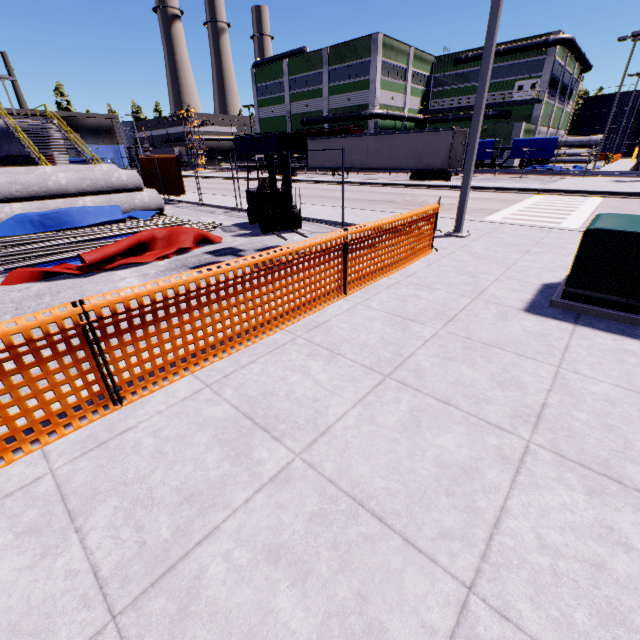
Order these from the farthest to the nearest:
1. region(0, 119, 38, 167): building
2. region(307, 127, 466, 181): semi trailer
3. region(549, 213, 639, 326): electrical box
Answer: region(307, 127, 466, 181): semi trailer, region(0, 119, 38, 167): building, region(549, 213, 639, 326): electrical box

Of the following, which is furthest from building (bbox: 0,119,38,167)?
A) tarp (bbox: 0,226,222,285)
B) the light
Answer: tarp (bbox: 0,226,222,285)

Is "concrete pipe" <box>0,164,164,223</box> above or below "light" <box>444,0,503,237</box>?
below

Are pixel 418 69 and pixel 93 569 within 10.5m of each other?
no

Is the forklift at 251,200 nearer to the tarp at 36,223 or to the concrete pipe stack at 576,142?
the tarp at 36,223

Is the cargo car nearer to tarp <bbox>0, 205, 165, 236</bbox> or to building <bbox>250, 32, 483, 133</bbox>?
building <bbox>250, 32, 483, 133</bbox>

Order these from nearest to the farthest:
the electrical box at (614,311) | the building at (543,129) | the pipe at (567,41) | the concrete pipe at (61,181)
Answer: the electrical box at (614,311) → the concrete pipe at (61,181) → the pipe at (567,41) → the building at (543,129)

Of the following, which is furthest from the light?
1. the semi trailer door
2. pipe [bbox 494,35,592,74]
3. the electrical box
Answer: pipe [bbox 494,35,592,74]
